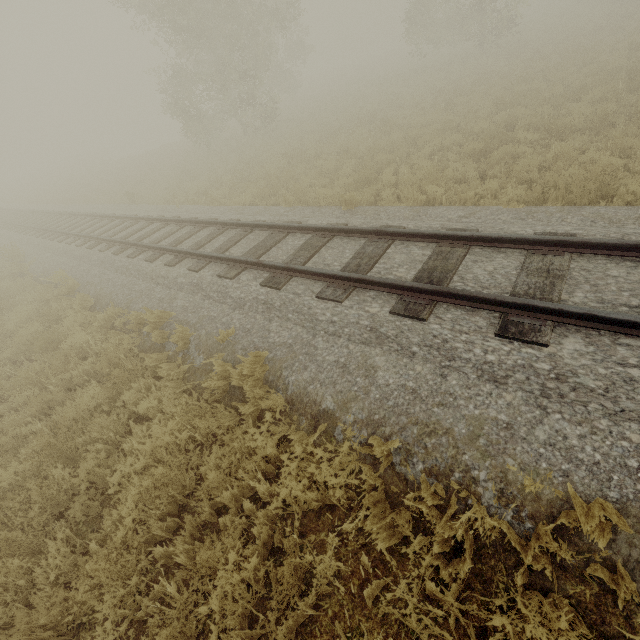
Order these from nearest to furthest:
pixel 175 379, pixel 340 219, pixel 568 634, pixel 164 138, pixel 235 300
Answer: pixel 568 634, pixel 175 379, pixel 235 300, pixel 340 219, pixel 164 138
